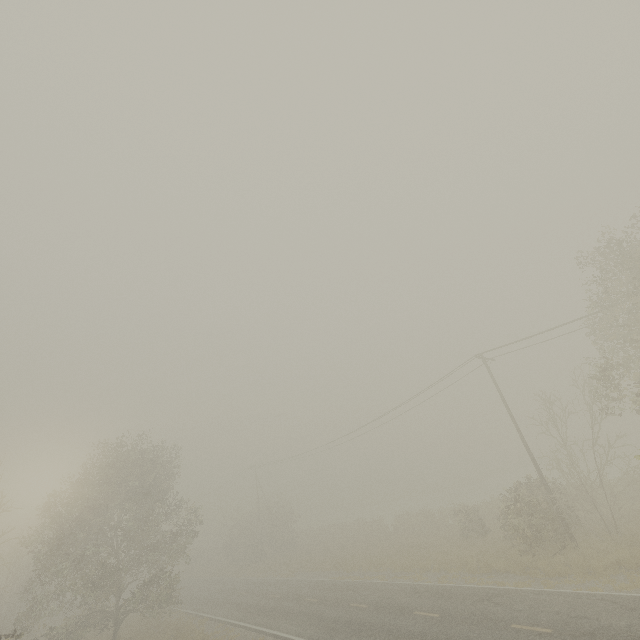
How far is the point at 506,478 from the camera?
57.4 meters
